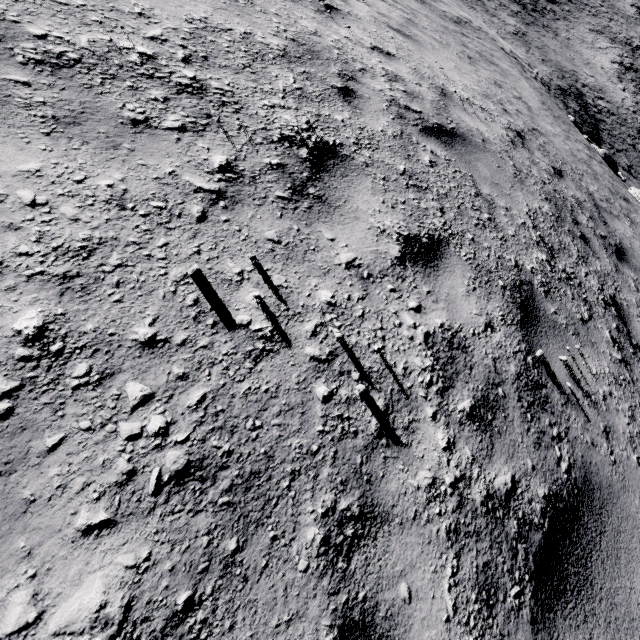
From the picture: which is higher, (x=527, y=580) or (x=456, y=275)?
(x=527, y=580)
